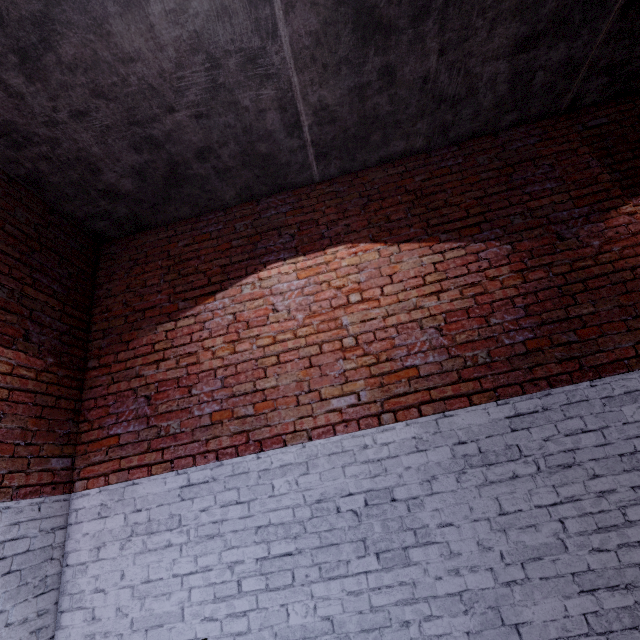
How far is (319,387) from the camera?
3.05m
